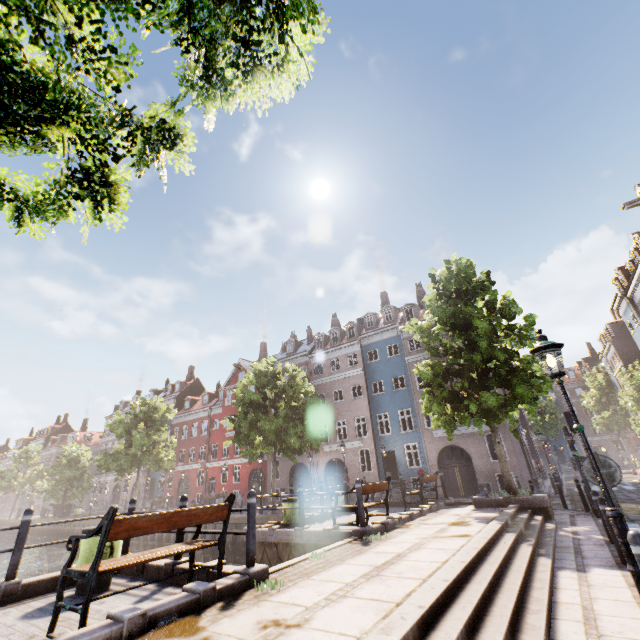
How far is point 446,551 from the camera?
6.1m

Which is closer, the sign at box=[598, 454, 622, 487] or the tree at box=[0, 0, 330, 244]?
the tree at box=[0, 0, 330, 244]

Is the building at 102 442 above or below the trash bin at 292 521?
above

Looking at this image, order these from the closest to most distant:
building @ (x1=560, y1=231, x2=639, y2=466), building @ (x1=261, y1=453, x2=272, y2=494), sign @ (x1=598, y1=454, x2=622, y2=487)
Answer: sign @ (x1=598, y1=454, x2=622, y2=487), building @ (x1=560, y1=231, x2=639, y2=466), building @ (x1=261, y1=453, x2=272, y2=494)

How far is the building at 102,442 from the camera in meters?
51.2

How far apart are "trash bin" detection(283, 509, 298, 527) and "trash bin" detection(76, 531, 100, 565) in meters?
5.2

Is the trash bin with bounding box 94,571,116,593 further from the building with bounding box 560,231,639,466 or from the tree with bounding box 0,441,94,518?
the building with bounding box 560,231,639,466

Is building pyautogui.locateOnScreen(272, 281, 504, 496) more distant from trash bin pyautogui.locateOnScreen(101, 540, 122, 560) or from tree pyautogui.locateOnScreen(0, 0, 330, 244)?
trash bin pyautogui.locateOnScreen(101, 540, 122, 560)
